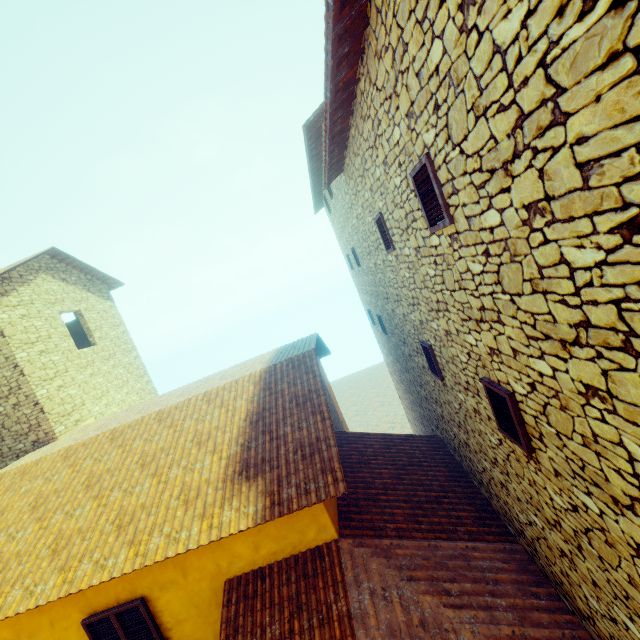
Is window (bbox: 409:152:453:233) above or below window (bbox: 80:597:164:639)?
above

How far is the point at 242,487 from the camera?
5.2m

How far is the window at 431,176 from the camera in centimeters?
303cm

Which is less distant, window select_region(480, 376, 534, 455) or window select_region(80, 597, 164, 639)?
window select_region(480, 376, 534, 455)

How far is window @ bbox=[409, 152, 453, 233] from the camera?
3.0 meters
